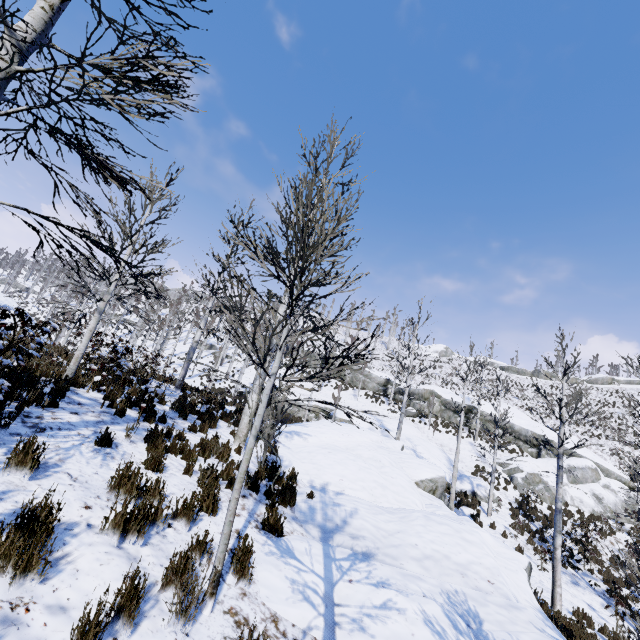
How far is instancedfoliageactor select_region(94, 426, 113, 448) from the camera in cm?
522

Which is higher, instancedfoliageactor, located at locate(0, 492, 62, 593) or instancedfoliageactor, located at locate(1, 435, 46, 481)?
instancedfoliageactor, located at locate(1, 435, 46, 481)

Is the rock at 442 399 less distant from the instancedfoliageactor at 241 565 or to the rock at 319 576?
the rock at 319 576

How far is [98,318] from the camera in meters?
8.6

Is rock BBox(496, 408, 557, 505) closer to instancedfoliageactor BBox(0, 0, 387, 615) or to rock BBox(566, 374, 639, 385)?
instancedfoliageactor BBox(0, 0, 387, 615)

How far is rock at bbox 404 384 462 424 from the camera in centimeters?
3226cm

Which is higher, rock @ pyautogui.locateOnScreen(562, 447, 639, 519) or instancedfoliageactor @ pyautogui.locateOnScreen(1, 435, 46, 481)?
rock @ pyautogui.locateOnScreen(562, 447, 639, 519)

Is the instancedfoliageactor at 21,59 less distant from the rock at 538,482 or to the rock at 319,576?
the rock at 319,576
